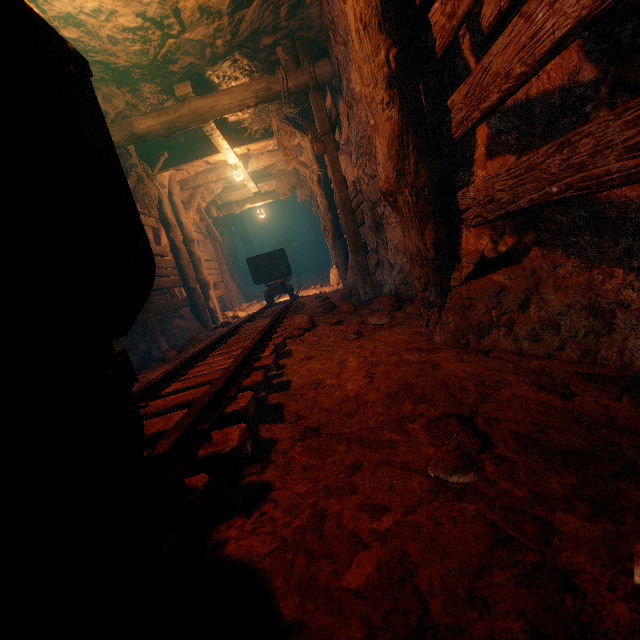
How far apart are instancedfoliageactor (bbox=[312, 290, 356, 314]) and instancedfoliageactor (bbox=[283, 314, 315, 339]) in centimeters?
184cm

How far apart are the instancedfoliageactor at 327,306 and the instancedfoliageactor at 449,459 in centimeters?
483cm

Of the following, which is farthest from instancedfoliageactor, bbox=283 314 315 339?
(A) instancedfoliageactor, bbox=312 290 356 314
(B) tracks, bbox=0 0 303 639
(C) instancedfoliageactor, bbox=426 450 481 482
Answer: (C) instancedfoliageactor, bbox=426 450 481 482

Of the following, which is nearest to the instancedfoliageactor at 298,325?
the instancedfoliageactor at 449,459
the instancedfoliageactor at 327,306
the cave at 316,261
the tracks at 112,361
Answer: the tracks at 112,361

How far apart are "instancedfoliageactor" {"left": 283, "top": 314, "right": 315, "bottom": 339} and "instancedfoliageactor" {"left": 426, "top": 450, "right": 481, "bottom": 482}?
2.60m

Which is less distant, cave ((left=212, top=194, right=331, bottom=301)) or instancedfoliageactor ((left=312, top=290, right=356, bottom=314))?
instancedfoliageactor ((left=312, top=290, right=356, bottom=314))

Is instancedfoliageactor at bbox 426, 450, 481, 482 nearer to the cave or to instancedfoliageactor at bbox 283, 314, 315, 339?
instancedfoliageactor at bbox 283, 314, 315, 339

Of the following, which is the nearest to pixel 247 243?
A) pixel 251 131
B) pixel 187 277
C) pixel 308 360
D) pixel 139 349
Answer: pixel 187 277
